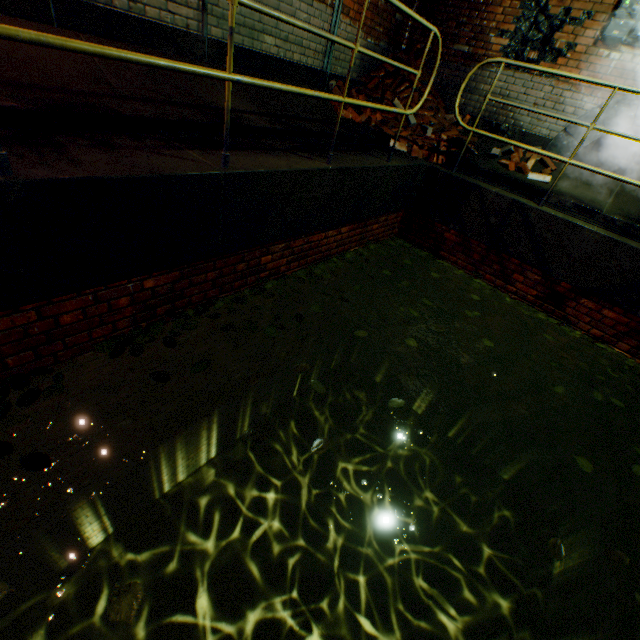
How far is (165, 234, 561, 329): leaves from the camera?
2.8 meters

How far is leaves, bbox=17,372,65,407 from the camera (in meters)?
1.92

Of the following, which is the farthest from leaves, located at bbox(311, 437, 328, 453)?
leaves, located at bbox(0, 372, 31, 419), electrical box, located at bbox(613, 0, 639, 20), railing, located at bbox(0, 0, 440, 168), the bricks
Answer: electrical box, located at bbox(613, 0, 639, 20)

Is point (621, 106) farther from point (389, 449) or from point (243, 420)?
point (243, 420)

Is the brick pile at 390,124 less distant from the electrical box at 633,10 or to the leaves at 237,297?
the leaves at 237,297

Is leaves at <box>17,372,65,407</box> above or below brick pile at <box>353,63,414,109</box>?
below

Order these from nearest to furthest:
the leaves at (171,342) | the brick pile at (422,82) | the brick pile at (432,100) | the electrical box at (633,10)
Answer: the leaves at (171,342)
the electrical box at (633,10)
the brick pile at (432,100)
the brick pile at (422,82)

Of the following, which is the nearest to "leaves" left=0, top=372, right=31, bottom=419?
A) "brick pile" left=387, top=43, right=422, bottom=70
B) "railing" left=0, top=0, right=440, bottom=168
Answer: "railing" left=0, top=0, right=440, bottom=168
